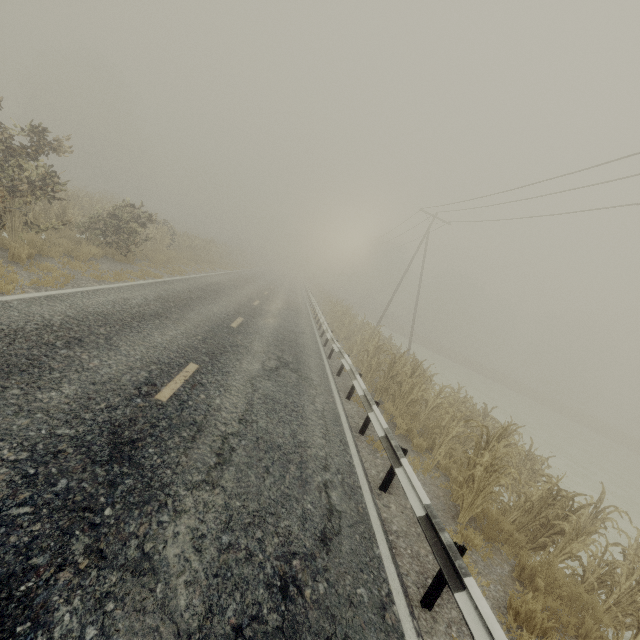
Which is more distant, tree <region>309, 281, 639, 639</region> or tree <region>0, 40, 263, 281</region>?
tree <region>0, 40, 263, 281</region>

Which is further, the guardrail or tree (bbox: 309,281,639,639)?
tree (bbox: 309,281,639,639)

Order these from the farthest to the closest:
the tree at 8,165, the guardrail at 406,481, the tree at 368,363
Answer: the tree at 8,165, the tree at 368,363, the guardrail at 406,481

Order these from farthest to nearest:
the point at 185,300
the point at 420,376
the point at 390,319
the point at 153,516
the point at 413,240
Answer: the point at 390,319 → the point at 413,240 → the point at 420,376 → the point at 185,300 → the point at 153,516

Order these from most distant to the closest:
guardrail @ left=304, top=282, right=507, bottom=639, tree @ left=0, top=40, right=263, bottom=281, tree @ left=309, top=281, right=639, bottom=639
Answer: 1. tree @ left=0, top=40, right=263, bottom=281
2. tree @ left=309, top=281, right=639, bottom=639
3. guardrail @ left=304, top=282, right=507, bottom=639

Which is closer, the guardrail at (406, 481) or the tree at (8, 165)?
the guardrail at (406, 481)
